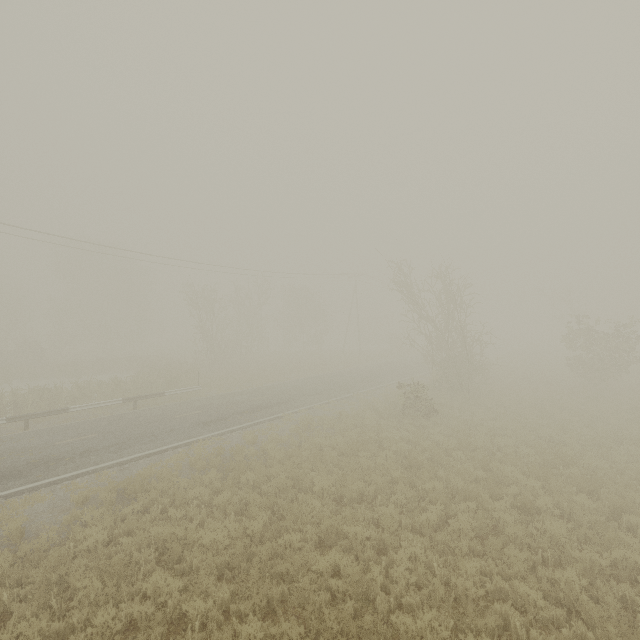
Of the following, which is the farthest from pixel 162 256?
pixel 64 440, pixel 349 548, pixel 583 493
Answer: pixel 583 493

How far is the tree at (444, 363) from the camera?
21.38m

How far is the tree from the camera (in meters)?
21.38
